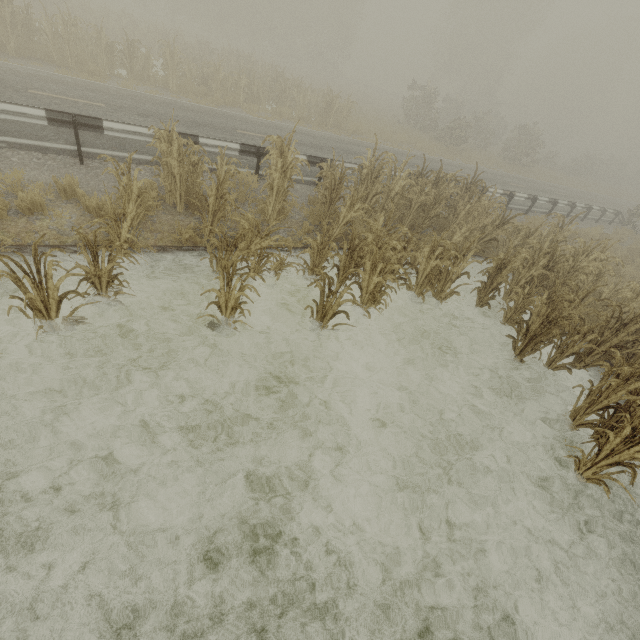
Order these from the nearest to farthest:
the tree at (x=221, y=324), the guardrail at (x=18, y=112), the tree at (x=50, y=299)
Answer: the tree at (x=50, y=299) → the tree at (x=221, y=324) → the guardrail at (x=18, y=112)

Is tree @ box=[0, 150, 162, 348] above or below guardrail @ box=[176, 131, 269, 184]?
below

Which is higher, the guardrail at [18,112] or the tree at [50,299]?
the guardrail at [18,112]

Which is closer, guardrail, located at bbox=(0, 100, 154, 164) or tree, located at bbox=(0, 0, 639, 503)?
tree, located at bbox=(0, 0, 639, 503)

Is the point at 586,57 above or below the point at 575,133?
above

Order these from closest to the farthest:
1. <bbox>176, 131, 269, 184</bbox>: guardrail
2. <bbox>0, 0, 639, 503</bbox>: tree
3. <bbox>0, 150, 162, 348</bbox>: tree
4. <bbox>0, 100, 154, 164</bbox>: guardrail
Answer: <bbox>0, 150, 162, 348</bbox>: tree → <bbox>0, 0, 639, 503</bbox>: tree → <bbox>0, 100, 154, 164</bbox>: guardrail → <bbox>176, 131, 269, 184</bbox>: guardrail

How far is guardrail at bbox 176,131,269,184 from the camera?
7.9m
